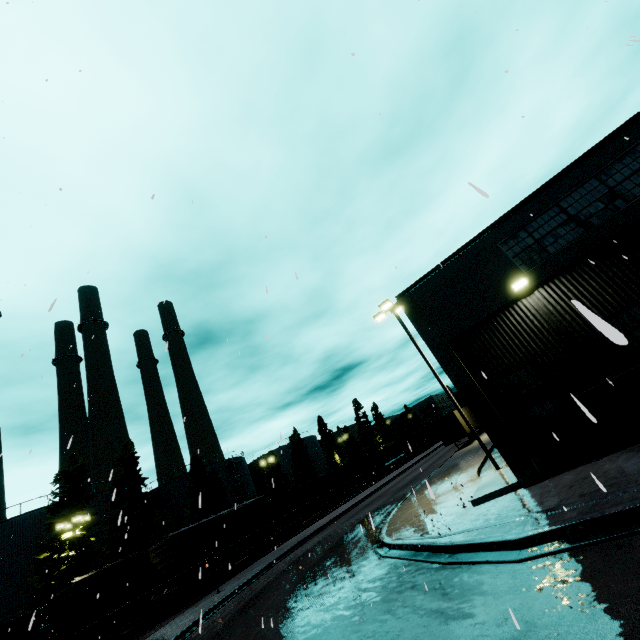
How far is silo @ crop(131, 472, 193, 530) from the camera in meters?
46.0

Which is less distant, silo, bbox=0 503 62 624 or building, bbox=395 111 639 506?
building, bbox=395 111 639 506

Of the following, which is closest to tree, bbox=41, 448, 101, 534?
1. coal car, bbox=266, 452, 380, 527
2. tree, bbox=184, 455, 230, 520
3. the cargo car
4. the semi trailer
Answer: the cargo car

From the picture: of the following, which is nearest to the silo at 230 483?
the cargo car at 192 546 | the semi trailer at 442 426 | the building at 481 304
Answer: the cargo car at 192 546

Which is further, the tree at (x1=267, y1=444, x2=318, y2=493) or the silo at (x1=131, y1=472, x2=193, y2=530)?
the tree at (x1=267, y1=444, x2=318, y2=493)

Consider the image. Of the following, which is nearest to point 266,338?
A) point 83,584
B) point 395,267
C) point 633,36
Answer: point 395,267

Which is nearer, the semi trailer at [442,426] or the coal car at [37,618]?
the coal car at [37,618]

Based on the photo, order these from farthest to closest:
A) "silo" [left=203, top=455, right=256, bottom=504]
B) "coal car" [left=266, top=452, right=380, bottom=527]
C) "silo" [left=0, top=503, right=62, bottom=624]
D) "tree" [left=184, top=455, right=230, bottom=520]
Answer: "silo" [left=203, top=455, right=256, bottom=504], "tree" [left=184, top=455, right=230, bottom=520], "coal car" [left=266, top=452, right=380, bottom=527], "silo" [left=0, top=503, right=62, bottom=624]
